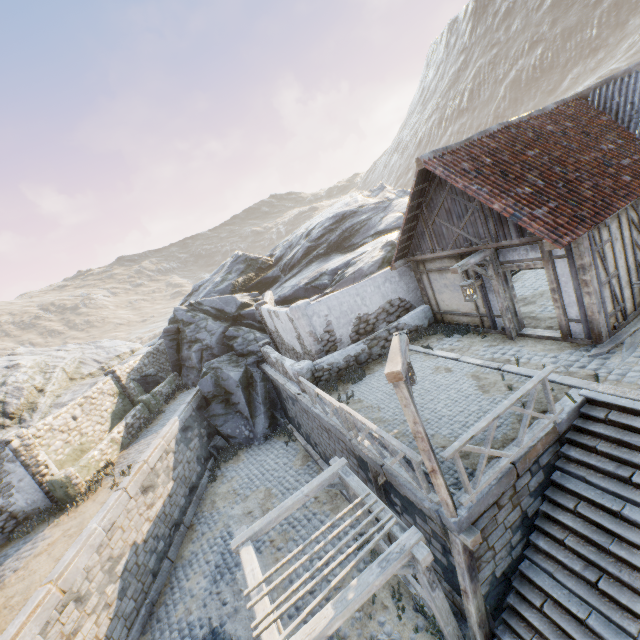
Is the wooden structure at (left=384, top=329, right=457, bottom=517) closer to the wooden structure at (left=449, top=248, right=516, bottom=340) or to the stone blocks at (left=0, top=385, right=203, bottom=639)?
the stone blocks at (left=0, top=385, right=203, bottom=639)

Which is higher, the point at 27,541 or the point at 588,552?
the point at 27,541

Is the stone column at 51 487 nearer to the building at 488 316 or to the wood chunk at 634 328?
the building at 488 316

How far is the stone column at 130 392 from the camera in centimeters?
1728cm

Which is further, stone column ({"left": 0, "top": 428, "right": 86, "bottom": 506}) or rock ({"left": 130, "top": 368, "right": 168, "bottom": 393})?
rock ({"left": 130, "top": 368, "right": 168, "bottom": 393})

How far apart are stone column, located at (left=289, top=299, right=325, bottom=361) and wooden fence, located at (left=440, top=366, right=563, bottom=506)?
7.3m

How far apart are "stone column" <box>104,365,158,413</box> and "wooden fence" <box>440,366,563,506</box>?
16.7m

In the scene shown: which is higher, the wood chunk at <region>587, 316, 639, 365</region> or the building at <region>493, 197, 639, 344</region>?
the building at <region>493, 197, 639, 344</region>
